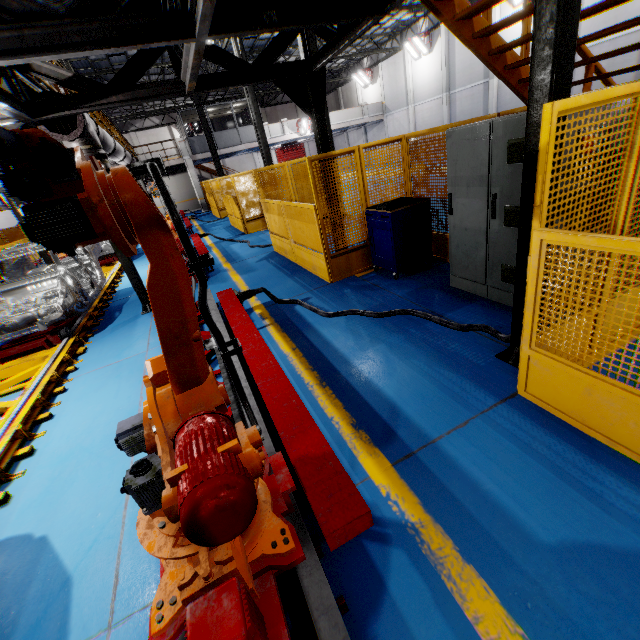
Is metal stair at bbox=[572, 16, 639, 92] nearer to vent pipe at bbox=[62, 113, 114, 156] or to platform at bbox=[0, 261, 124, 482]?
vent pipe at bbox=[62, 113, 114, 156]

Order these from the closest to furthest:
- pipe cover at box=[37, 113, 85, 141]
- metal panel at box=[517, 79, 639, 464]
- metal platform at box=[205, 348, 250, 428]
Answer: metal panel at box=[517, 79, 639, 464]
metal platform at box=[205, 348, 250, 428]
pipe cover at box=[37, 113, 85, 141]

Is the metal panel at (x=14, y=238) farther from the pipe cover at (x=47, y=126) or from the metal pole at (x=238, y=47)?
the pipe cover at (x=47, y=126)

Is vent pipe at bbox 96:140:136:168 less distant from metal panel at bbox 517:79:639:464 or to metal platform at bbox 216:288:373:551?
metal platform at bbox 216:288:373:551

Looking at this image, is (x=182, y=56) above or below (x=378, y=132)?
above

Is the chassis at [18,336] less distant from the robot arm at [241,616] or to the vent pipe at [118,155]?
the robot arm at [241,616]

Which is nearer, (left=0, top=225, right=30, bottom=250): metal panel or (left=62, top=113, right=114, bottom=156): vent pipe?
(left=62, top=113, right=114, bottom=156): vent pipe

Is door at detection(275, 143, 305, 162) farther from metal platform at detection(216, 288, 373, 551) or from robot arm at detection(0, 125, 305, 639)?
robot arm at detection(0, 125, 305, 639)
